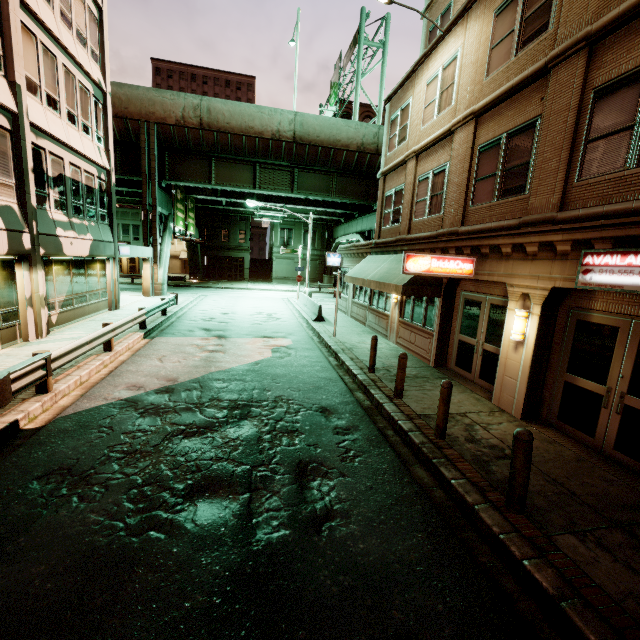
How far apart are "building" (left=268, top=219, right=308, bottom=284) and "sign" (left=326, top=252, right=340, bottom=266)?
24.8 meters

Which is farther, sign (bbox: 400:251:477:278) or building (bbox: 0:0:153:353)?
building (bbox: 0:0:153:353)

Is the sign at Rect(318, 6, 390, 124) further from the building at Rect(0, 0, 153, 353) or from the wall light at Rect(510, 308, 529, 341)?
the wall light at Rect(510, 308, 529, 341)

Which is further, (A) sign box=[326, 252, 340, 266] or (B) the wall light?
(A) sign box=[326, 252, 340, 266]

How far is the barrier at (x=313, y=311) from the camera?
A: 18.7 meters

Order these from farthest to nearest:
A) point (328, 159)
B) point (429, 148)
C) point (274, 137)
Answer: point (328, 159)
point (274, 137)
point (429, 148)

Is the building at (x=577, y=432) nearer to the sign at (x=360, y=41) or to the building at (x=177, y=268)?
the sign at (x=360, y=41)

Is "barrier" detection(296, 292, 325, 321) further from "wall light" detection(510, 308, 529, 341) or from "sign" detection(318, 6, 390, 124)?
"sign" detection(318, 6, 390, 124)
